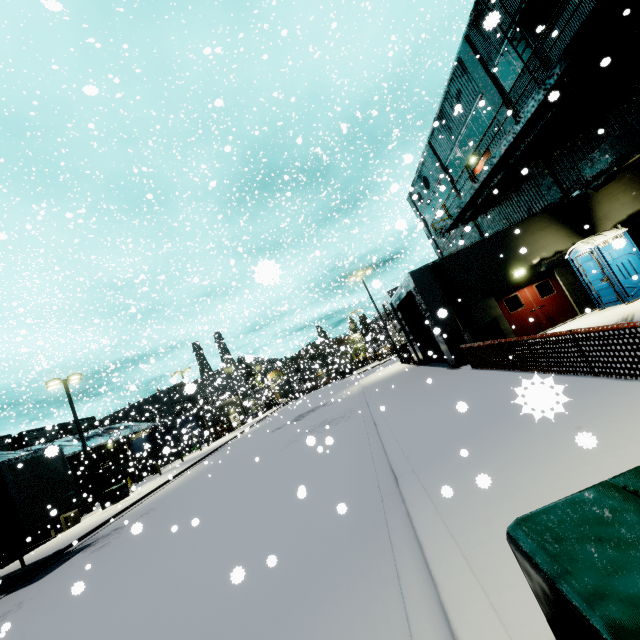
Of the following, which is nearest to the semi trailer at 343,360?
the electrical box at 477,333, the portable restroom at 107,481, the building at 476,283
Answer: the building at 476,283

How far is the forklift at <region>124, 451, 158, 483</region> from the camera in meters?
21.7

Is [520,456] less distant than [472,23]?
Yes

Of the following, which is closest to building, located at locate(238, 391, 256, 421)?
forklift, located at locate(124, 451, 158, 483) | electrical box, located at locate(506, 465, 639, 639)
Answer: forklift, located at locate(124, 451, 158, 483)

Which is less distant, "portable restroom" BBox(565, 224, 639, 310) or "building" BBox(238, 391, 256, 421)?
"portable restroom" BBox(565, 224, 639, 310)

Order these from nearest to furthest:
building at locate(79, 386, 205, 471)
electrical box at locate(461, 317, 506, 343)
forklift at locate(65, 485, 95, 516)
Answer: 1. electrical box at locate(461, 317, 506, 343)
2. forklift at locate(65, 485, 95, 516)
3. building at locate(79, 386, 205, 471)

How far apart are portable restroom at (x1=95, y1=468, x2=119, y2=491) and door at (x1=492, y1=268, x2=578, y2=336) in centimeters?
4145cm

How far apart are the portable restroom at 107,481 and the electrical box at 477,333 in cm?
3985
